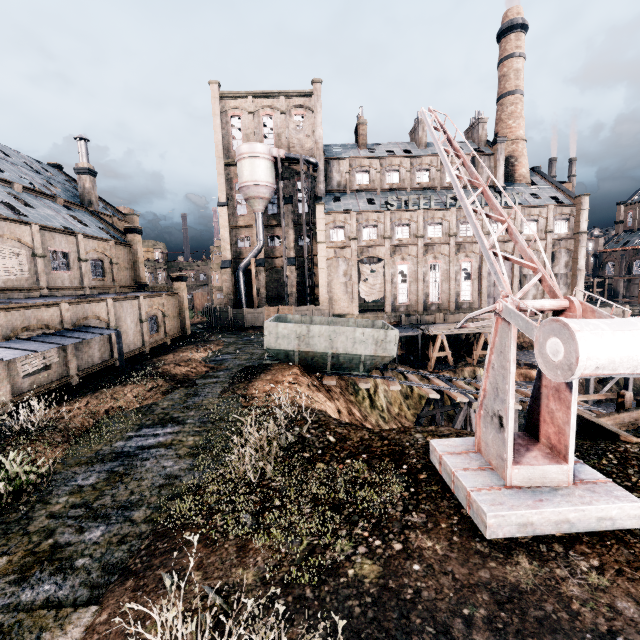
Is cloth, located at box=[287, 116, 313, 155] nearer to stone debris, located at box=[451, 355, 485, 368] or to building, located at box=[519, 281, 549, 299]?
building, located at box=[519, 281, 549, 299]

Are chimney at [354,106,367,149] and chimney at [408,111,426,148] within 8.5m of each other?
yes

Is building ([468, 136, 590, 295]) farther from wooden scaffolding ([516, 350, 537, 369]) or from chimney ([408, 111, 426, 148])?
wooden scaffolding ([516, 350, 537, 369])

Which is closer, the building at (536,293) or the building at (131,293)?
the building at (131,293)

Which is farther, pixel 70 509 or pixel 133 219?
pixel 133 219

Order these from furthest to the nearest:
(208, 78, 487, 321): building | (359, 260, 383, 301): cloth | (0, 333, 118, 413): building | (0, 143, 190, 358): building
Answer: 1. (359, 260, 383, 301): cloth
2. (208, 78, 487, 321): building
3. (0, 143, 190, 358): building
4. (0, 333, 118, 413): building

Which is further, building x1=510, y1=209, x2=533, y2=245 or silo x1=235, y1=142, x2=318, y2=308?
building x1=510, y1=209, x2=533, y2=245

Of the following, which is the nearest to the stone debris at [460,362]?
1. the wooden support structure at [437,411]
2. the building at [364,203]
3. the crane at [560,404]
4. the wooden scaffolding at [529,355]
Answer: the wooden scaffolding at [529,355]
